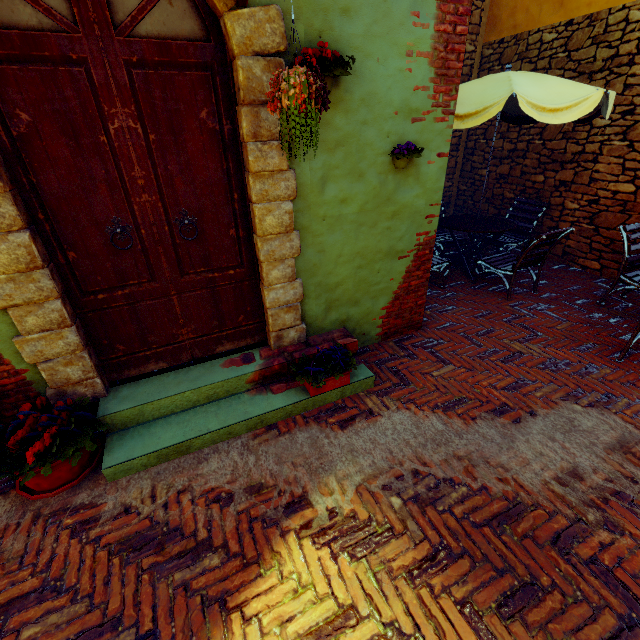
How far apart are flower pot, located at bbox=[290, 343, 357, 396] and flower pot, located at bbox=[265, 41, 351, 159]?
1.7 meters

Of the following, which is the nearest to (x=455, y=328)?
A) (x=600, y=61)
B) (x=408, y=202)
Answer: (x=408, y=202)

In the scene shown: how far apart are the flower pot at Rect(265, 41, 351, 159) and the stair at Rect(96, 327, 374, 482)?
1.79m

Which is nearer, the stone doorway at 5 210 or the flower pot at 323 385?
the stone doorway at 5 210

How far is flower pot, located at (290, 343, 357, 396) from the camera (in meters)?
2.87

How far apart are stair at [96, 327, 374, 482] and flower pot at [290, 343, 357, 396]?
0.01m

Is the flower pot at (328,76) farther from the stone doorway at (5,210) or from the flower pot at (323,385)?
the flower pot at (323,385)

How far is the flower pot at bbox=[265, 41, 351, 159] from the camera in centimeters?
179cm
